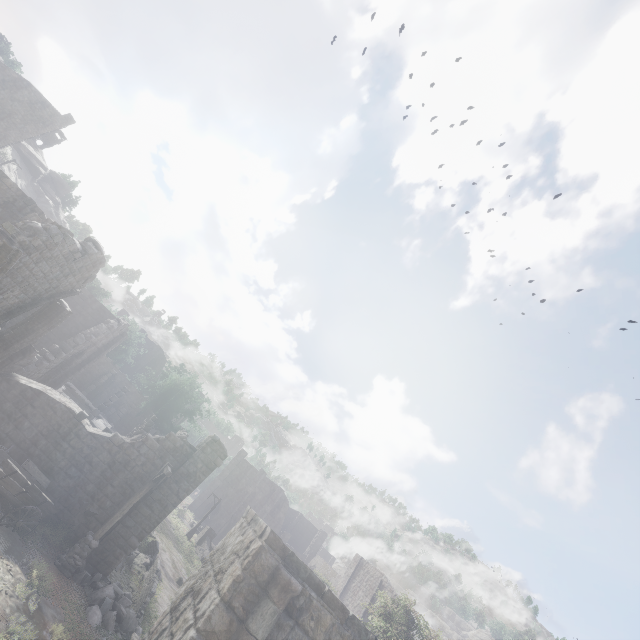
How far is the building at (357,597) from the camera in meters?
38.8

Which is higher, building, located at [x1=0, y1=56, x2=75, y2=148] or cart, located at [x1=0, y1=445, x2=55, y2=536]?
building, located at [x1=0, y1=56, x2=75, y2=148]

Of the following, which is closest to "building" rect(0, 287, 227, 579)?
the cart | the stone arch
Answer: the stone arch

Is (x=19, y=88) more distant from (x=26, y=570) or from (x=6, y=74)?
(x=26, y=570)

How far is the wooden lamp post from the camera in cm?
1210

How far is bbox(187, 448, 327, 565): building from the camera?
50.53m

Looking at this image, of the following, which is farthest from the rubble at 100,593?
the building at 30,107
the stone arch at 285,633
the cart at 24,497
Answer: the stone arch at 285,633

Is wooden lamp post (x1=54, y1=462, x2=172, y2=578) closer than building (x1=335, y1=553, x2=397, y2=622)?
Yes
